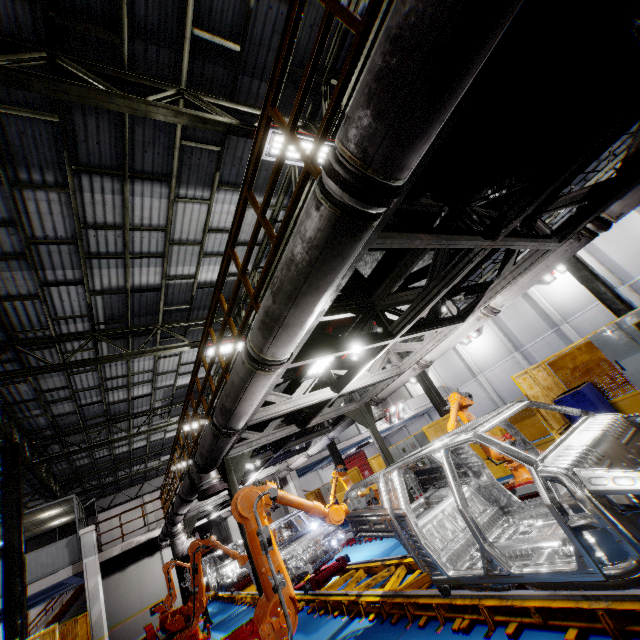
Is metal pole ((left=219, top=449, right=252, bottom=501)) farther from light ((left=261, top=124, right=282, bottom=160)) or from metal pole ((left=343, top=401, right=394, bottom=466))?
light ((left=261, top=124, right=282, bottom=160))

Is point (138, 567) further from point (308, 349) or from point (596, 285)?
point (596, 285)

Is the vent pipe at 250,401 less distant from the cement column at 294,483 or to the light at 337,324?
the light at 337,324

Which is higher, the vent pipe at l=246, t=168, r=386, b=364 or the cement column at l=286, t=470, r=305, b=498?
the vent pipe at l=246, t=168, r=386, b=364

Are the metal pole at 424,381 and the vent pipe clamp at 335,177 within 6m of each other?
no

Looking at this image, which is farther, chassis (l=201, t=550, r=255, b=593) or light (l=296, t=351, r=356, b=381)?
chassis (l=201, t=550, r=255, b=593)

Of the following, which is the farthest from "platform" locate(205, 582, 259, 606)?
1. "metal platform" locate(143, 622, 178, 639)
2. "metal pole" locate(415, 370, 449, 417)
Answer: "metal pole" locate(415, 370, 449, 417)

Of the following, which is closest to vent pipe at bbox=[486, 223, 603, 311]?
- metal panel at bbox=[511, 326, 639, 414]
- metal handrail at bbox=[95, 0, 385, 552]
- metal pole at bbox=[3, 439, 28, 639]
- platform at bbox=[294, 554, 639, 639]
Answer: metal handrail at bbox=[95, 0, 385, 552]
